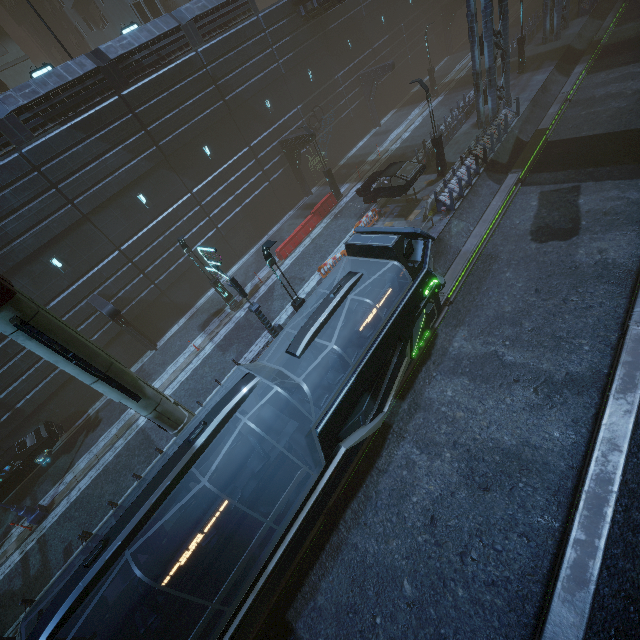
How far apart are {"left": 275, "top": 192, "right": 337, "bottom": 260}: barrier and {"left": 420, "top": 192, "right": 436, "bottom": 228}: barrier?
8.20m

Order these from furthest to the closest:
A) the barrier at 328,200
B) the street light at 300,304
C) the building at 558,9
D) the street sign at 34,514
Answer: the building at 558,9 < the barrier at 328,200 < the street sign at 34,514 < the street light at 300,304

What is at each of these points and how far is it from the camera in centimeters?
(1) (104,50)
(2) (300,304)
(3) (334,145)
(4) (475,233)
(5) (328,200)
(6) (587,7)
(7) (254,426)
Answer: (1) building, 1764cm
(2) street light, 1387cm
(3) building, 3011cm
(4) train rail, 1638cm
(5) barrier, 2423cm
(6) building, 2939cm
(7) train, 725cm

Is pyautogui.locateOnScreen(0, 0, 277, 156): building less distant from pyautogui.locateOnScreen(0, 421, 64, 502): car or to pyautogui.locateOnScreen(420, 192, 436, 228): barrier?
pyautogui.locateOnScreen(420, 192, 436, 228): barrier

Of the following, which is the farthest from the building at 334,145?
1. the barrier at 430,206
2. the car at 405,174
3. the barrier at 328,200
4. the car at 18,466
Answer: the barrier at 328,200

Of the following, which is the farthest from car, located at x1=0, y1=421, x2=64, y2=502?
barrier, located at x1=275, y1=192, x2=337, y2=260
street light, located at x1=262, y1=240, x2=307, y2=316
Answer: barrier, located at x1=275, y1=192, x2=337, y2=260

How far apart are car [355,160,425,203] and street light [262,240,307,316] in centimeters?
952cm

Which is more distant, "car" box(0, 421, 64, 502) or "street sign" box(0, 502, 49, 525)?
"car" box(0, 421, 64, 502)
